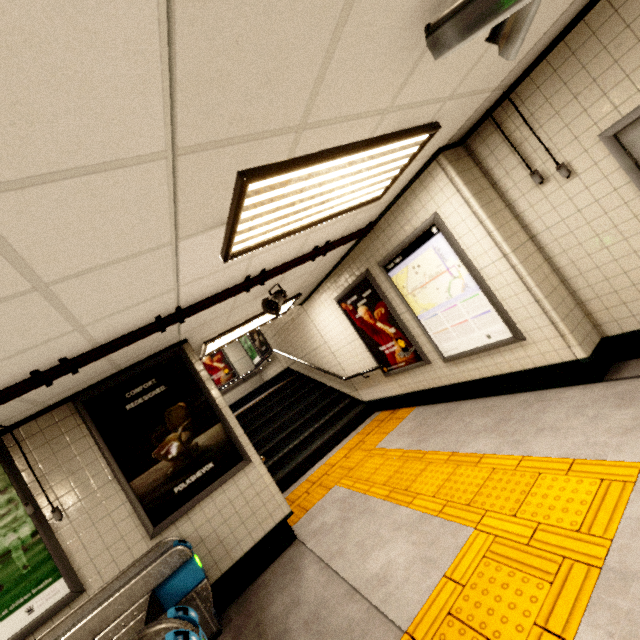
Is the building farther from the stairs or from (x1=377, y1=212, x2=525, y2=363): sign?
(x1=377, y1=212, x2=525, y2=363): sign

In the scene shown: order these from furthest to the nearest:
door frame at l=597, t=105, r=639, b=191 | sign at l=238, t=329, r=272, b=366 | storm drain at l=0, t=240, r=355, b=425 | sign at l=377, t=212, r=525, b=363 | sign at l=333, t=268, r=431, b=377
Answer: sign at l=238, t=329, r=272, b=366, sign at l=333, t=268, r=431, b=377, sign at l=377, t=212, r=525, b=363, storm drain at l=0, t=240, r=355, b=425, door frame at l=597, t=105, r=639, b=191

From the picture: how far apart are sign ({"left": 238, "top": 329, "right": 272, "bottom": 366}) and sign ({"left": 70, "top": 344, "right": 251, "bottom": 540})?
6.06m

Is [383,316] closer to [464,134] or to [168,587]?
[464,134]

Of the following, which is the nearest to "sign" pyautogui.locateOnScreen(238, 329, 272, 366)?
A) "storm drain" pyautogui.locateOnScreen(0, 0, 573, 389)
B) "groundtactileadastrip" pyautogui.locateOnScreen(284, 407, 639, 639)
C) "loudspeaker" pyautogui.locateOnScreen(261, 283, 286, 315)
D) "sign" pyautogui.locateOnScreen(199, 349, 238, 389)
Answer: "sign" pyautogui.locateOnScreen(199, 349, 238, 389)

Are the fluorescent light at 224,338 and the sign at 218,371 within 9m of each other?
yes

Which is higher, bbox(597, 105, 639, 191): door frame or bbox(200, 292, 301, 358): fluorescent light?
bbox(200, 292, 301, 358): fluorescent light

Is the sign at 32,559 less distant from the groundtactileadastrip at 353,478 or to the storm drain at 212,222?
the storm drain at 212,222
